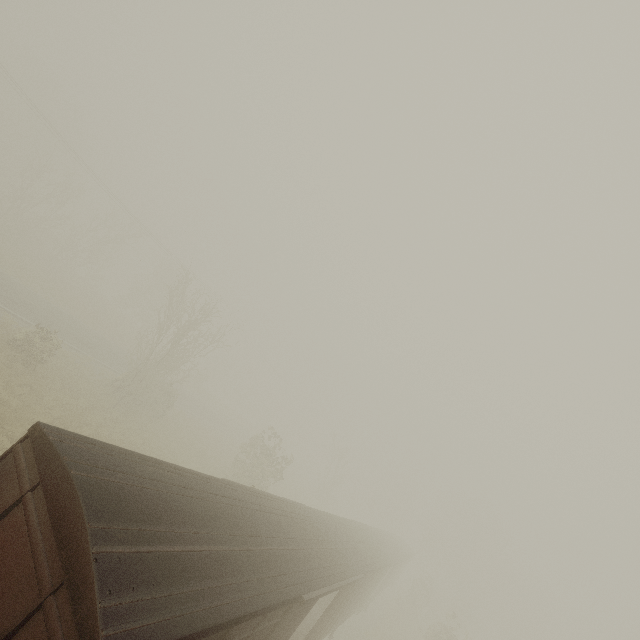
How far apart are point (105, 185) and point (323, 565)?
38.45m
